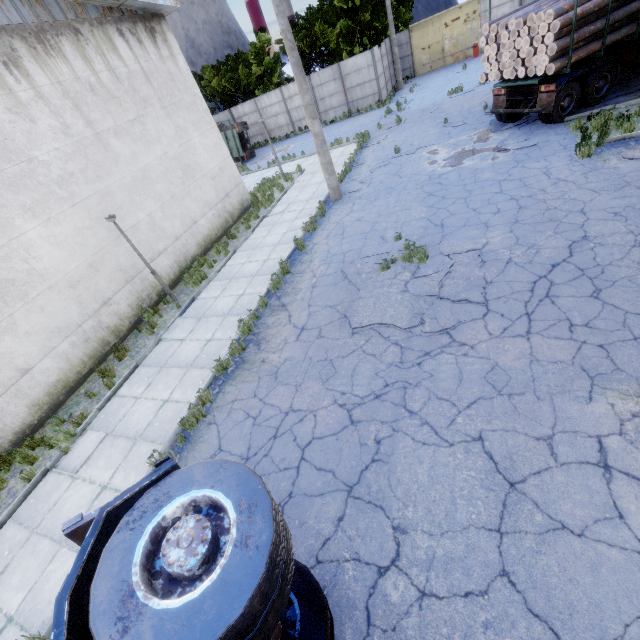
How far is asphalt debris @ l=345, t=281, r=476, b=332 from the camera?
6.5 meters

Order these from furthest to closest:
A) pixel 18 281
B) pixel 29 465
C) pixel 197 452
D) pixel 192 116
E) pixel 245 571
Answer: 1. pixel 192 116
2. pixel 18 281
3. pixel 29 465
4. pixel 197 452
5. pixel 245 571

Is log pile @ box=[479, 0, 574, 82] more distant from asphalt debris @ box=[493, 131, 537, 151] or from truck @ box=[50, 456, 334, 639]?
truck @ box=[50, 456, 334, 639]

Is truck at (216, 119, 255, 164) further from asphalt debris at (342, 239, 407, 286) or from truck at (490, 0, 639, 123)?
asphalt debris at (342, 239, 407, 286)

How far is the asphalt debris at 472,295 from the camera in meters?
6.7

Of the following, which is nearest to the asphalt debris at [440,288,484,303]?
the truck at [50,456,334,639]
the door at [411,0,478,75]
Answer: the truck at [50,456,334,639]
